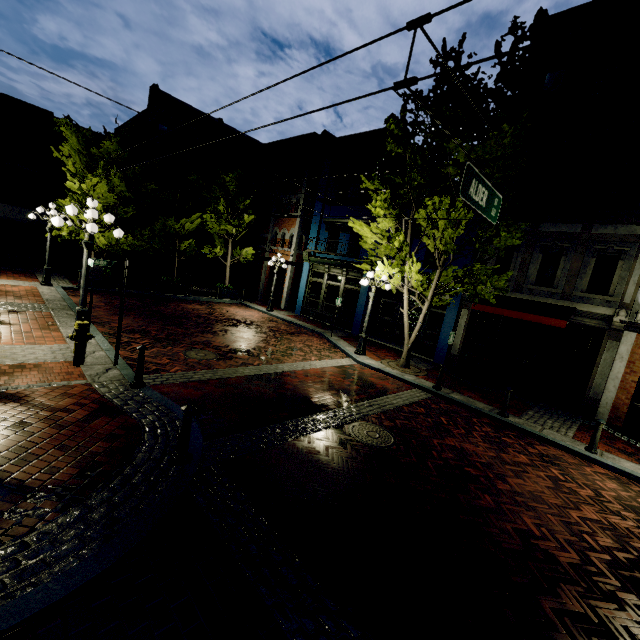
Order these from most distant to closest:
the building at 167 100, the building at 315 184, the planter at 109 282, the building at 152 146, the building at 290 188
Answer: the building at 152 146 < the building at 167 100 < the building at 290 188 < the building at 315 184 < the planter at 109 282

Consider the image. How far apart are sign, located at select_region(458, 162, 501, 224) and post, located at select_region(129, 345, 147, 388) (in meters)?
6.25

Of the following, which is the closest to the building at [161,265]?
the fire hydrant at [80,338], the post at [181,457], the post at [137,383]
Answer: the fire hydrant at [80,338]

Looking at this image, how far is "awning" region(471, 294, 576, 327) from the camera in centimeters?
1070cm

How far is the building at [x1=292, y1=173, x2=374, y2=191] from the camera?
18.2 meters

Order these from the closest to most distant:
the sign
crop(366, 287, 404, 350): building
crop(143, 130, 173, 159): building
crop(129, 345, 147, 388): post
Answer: the sign → crop(129, 345, 147, 388): post → crop(366, 287, 404, 350): building → crop(143, 130, 173, 159): building

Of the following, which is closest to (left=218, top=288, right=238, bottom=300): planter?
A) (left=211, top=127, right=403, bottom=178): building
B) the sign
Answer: (left=211, top=127, right=403, bottom=178): building

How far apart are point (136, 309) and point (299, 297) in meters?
9.9 m
